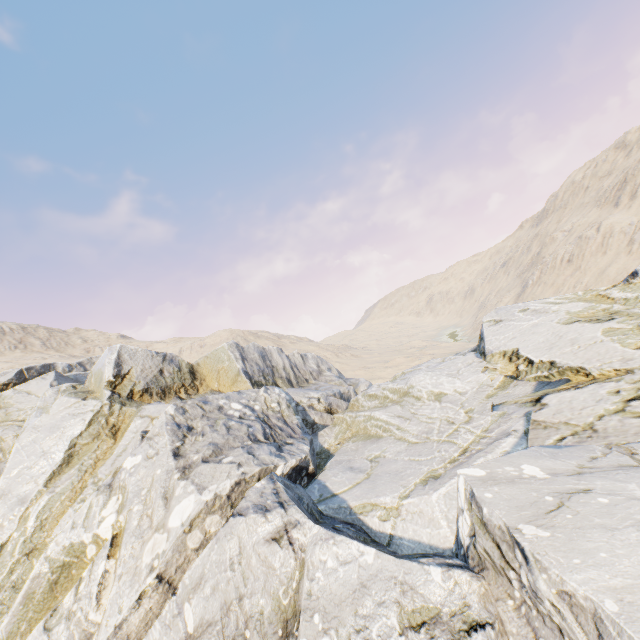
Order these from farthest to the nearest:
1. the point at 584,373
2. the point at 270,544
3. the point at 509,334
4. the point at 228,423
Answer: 1. the point at 509,334
2. the point at 228,423
3. the point at 584,373
4. the point at 270,544
